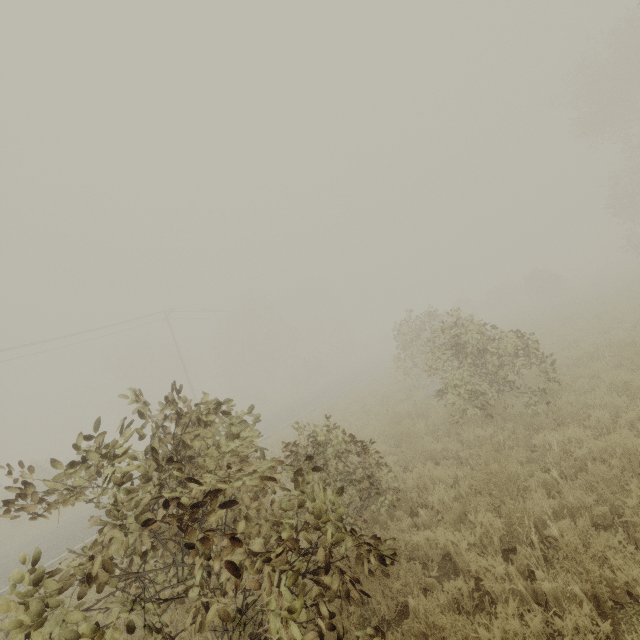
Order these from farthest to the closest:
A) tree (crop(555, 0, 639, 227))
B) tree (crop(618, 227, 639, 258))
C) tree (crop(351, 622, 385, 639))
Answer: tree (crop(618, 227, 639, 258)) < tree (crop(555, 0, 639, 227)) < tree (crop(351, 622, 385, 639))

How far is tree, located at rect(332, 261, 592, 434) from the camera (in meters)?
7.99

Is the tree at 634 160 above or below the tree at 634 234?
above

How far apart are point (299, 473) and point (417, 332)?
12.51m

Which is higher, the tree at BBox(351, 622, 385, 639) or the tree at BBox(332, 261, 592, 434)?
the tree at BBox(332, 261, 592, 434)

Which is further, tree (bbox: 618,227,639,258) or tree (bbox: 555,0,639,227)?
tree (bbox: 618,227,639,258)

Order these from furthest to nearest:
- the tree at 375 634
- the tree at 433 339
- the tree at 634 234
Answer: the tree at 634 234 → the tree at 433 339 → the tree at 375 634

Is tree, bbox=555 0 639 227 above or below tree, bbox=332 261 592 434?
above
